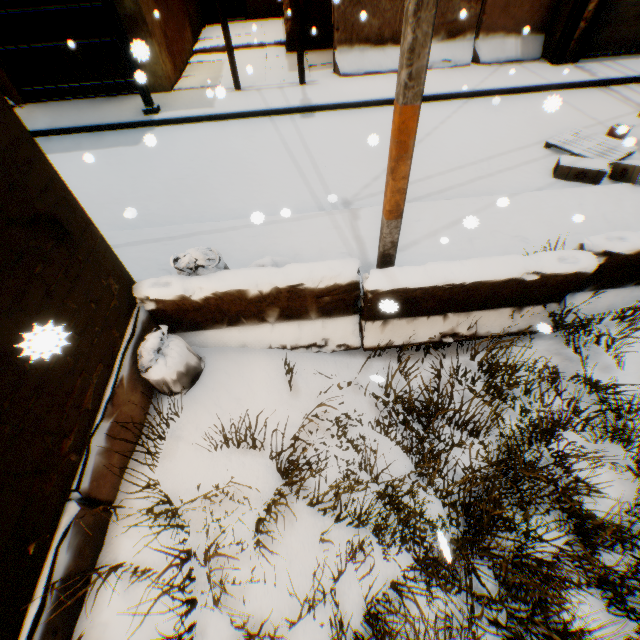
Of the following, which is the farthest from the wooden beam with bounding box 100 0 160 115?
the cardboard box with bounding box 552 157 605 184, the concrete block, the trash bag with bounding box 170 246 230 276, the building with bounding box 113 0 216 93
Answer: the cardboard box with bounding box 552 157 605 184

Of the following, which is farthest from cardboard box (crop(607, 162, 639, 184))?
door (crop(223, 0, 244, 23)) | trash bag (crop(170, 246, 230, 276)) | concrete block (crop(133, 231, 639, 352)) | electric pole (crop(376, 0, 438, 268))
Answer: door (crop(223, 0, 244, 23))

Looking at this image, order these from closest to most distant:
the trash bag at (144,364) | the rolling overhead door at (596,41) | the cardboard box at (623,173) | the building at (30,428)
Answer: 1. the building at (30,428)
2. the trash bag at (144,364)
3. the cardboard box at (623,173)
4. the rolling overhead door at (596,41)

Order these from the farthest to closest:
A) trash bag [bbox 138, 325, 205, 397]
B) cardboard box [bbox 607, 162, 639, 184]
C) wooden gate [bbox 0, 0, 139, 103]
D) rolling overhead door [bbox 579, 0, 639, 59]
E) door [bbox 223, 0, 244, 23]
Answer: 1. door [bbox 223, 0, 244, 23]
2. rolling overhead door [bbox 579, 0, 639, 59]
3. wooden gate [bbox 0, 0, 139, 103]
4. cardboard box [bbox 607, 162, 639, 184]
5. trash bag [bbox 138, 325, 205, 397]

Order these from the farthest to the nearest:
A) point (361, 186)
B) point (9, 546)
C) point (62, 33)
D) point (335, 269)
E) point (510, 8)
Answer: point (510, 8) → point (62, 33) → point (361, 186) → point (335, 269) → point (9, 546)

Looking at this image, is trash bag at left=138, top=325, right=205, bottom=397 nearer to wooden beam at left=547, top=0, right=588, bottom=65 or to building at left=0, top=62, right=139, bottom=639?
building at left=0, top=62, right=139, bottom=639

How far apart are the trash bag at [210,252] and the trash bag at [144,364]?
0.5m

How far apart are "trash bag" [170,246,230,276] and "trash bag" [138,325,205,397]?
0.5m
